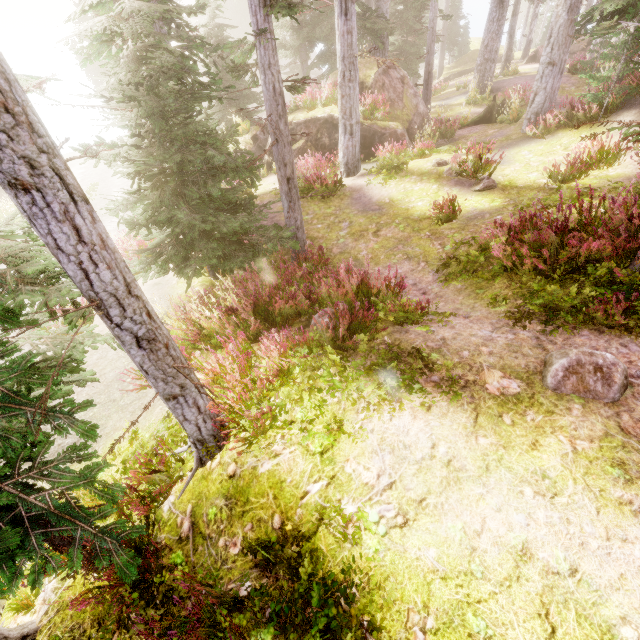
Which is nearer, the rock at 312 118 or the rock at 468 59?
the rock at 312 118

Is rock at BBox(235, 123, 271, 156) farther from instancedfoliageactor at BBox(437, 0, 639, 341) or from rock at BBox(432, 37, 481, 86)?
rock at BBox(432, 37, 481, 86)

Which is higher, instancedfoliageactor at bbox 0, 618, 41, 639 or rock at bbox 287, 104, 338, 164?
rock at bbox 287, 104, 338, 164

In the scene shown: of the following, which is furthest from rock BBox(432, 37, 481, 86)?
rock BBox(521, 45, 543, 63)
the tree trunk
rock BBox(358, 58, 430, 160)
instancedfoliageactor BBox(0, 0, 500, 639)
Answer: the tree trunk

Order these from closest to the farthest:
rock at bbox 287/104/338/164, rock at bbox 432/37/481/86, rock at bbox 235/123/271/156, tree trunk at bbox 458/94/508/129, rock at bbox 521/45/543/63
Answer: rock at bbox 287/104/338/164, tree trunk at bbox 458/94/508/129, rock at bbox 235/123/271/156, rock at bbox 521/45/543/63, rock at bbox 432/37/481/86

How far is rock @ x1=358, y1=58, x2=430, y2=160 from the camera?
14.0 meters

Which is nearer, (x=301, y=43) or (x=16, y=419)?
(x=16, y=419)

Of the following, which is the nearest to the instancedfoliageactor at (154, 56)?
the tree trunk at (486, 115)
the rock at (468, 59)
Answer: the rock at (468, 59)
